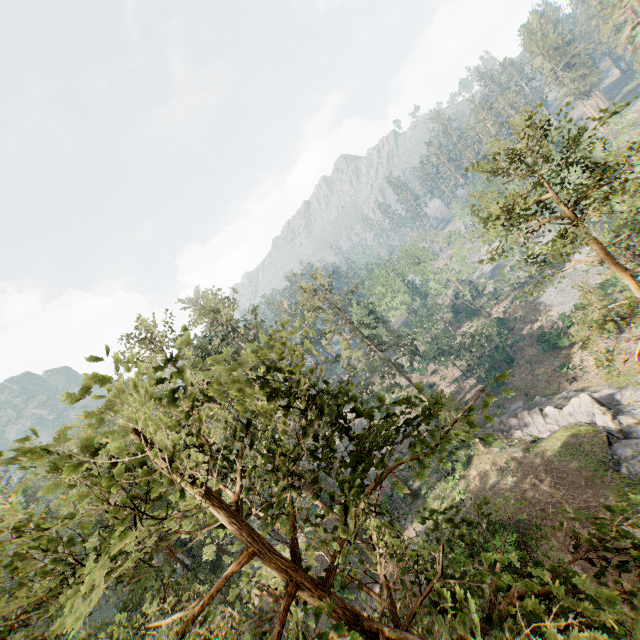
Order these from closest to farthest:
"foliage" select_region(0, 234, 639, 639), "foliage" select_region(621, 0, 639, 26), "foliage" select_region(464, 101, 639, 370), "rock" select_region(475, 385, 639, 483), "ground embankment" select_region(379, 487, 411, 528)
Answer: "foliage" select_region(0, 234, 639, 639) < "foliage" select_region(464, 101, 639, 370) < "rock" select_region(475, 385, 639, 483) < "ground embankment" select_region(379, 487, 411, 528) < "foliage" select_region(621, 0, 639, 26)

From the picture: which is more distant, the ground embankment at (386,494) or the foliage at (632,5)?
the foliage at (632,5)

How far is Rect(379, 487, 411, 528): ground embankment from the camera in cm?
3262

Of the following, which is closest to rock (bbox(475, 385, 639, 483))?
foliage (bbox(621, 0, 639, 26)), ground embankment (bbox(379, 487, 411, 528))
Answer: foliage (bbox(621, 0, 639, 26))

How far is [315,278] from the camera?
41.4 meters

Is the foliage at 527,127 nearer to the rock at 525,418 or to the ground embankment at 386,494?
the rock at 525,418
